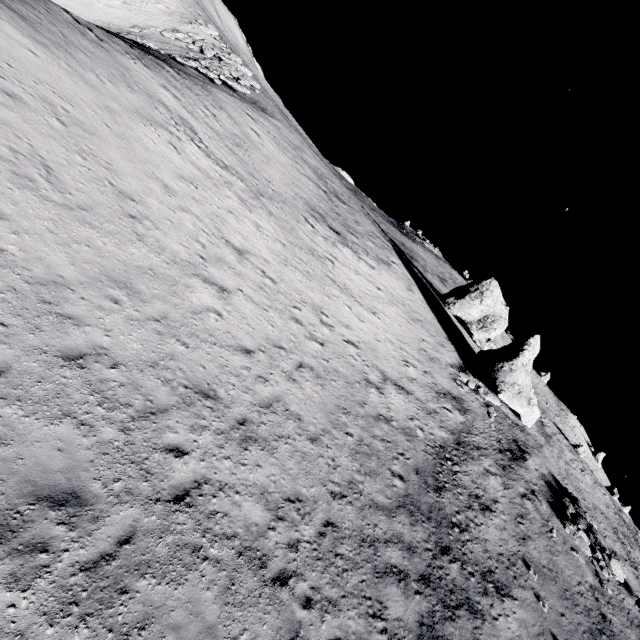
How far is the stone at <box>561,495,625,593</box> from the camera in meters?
18.8 m

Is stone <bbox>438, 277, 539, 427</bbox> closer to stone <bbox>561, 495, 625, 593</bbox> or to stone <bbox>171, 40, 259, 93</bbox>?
stone <bbox>561, 495, 625, 593</bbox>

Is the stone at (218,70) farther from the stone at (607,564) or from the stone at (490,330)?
the stone at (607,564)

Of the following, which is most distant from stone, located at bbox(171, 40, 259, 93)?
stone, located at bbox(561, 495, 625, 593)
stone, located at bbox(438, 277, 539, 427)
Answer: stone, located at bbox(561, 495, 625, 593)

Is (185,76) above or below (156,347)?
above

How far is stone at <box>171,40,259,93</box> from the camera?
26.88m
